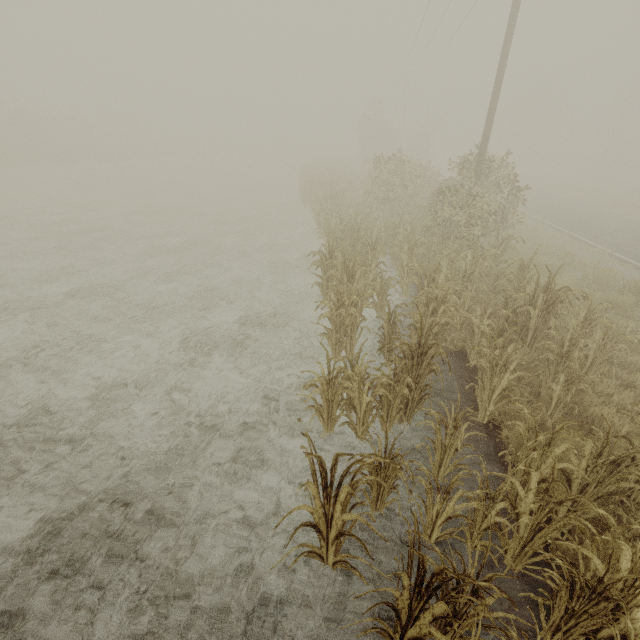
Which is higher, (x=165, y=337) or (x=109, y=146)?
(x=109, y=146)
